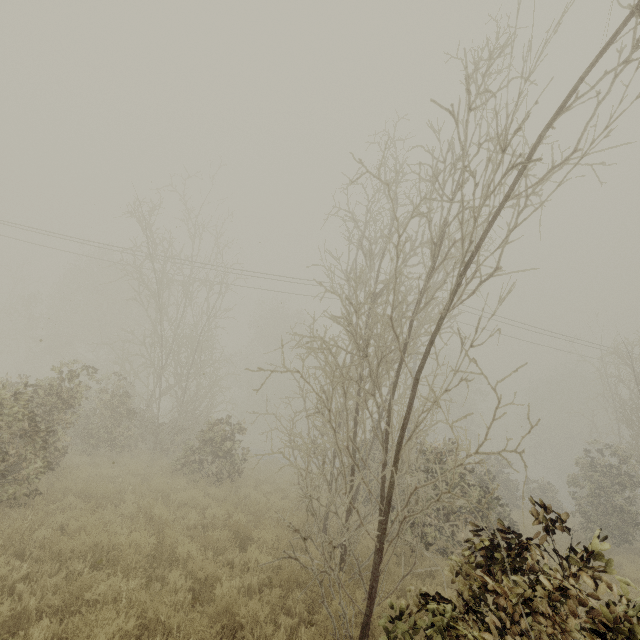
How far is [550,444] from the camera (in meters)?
43.56
